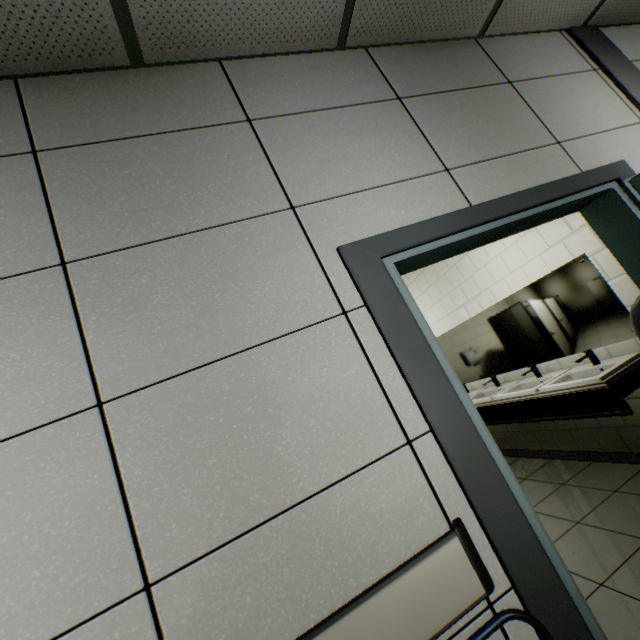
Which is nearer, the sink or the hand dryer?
the hand dryer

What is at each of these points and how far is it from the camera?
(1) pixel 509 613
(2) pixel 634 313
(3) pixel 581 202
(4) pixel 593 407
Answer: (1) chair, 0.9m
(2) hand dryer, 1.9m
(3) door, 1.8m
(4) sink, 2.6m

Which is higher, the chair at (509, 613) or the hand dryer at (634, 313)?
the hand dryer at (634, 313)

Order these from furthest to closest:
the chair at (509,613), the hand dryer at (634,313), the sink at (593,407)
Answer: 1. the sink at (593,407)
2. the hand dryer at (634,313)
3. the chair at (509,613)

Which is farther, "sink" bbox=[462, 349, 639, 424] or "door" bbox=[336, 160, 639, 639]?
"sink" bbox=[462, 349, 639, 424]

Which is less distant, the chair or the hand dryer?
the chair

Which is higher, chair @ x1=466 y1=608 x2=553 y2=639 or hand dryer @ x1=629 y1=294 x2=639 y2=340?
hand dryer @ x1=629 y1=294 x2=639 y2=340

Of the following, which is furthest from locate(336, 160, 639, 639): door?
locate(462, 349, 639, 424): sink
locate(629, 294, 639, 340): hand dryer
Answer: locate(462, 349, 639, 424): sink
